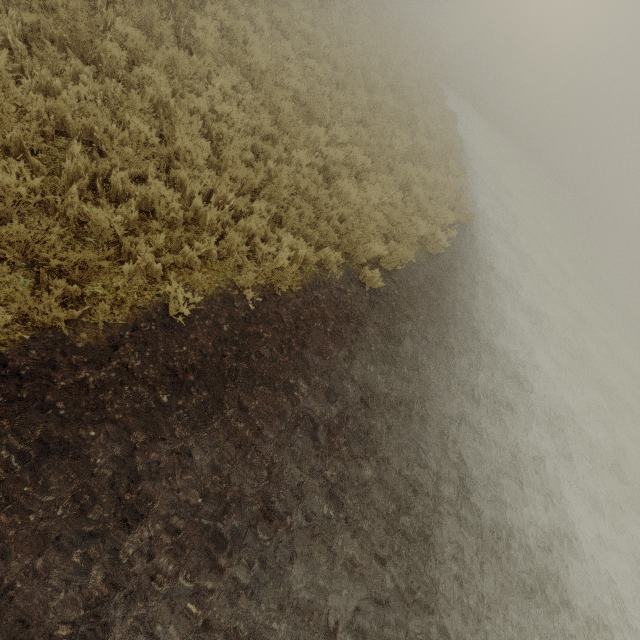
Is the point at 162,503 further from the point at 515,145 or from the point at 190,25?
the point at 515,145
